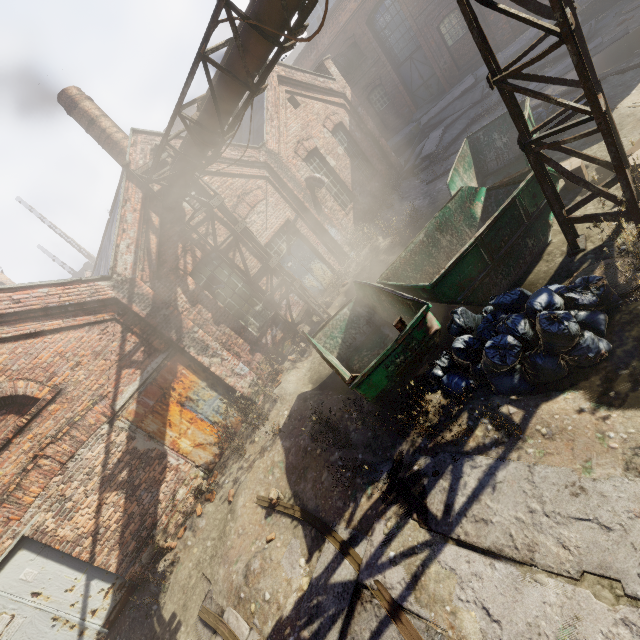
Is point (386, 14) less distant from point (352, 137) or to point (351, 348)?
point (352, 137)

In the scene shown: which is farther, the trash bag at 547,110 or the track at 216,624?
the trash bag at 547,110

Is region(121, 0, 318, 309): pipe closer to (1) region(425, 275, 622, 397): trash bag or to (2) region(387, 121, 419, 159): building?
(1) region(425, 275, 622, 397): trash bag

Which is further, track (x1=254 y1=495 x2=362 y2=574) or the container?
the container

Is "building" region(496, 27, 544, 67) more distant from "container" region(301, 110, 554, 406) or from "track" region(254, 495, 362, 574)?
"container" region(301, 110, 554, 406)

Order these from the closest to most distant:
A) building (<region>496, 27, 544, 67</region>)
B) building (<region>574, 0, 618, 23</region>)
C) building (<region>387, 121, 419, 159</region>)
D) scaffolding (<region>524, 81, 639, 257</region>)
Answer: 1. scaffolding (<region>524, 81, 639, 257</region>)
2. building (<region>574, 0, 618, 23</region>)
3. building (<region>496, 27, 544, 67</region>)
4. building (<region>387, 121, 419, 159</region>)

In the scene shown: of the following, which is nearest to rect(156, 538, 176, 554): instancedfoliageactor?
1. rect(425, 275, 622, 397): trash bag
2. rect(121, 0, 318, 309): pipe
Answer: rect(121, 0, 318, 309): pipe

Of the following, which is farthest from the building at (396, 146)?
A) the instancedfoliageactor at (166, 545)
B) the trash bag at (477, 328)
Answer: the instancedfoliageactor at (166, 545)
